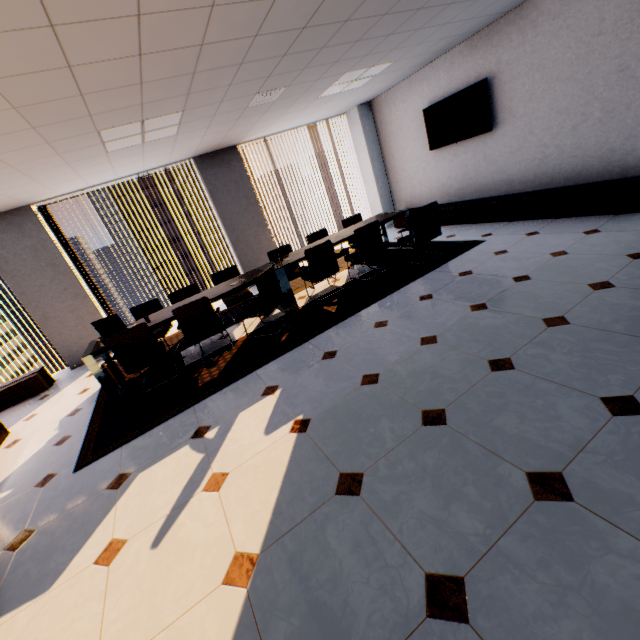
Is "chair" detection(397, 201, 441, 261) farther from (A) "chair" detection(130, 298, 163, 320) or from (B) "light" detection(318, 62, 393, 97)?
(A) "chair" detection(130, 298, 163, 320)

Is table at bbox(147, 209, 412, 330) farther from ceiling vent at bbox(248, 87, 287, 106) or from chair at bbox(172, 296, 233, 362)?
ceiling vent at bbox(248, 87, 287, 106)

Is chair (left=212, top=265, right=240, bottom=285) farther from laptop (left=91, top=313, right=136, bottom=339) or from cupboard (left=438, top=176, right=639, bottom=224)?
cupboard (left=438, top=176, right=639, bottom=224)

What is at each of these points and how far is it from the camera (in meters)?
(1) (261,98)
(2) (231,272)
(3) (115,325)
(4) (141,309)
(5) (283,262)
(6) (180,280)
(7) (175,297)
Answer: (1) ceiling vent, 4.54
(2) chair, 5.86
(3) laptop, 4.37
(4) chair, 5.42
(5) table, 5.23
(6) building, 59.22
(7) chair, 5.41

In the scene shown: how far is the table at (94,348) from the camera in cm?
406

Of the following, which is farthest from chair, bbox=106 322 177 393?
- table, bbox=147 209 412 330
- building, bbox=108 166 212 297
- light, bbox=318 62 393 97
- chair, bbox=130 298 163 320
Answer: building, bbox=108 166 212 297

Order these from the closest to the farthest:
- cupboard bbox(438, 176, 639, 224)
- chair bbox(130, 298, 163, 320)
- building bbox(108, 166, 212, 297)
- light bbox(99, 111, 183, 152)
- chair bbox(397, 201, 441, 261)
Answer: light bbox(99, 111, 183, 152), cupboard bbox(438, 176, 639, 224), chair bbox(397, 201, 441, 261), chair bbox(130, 298, 163, 320), building bbox(108, 166, 212, 297)

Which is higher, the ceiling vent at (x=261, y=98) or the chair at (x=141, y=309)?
the ceiling vent at (x=261, y=98)
